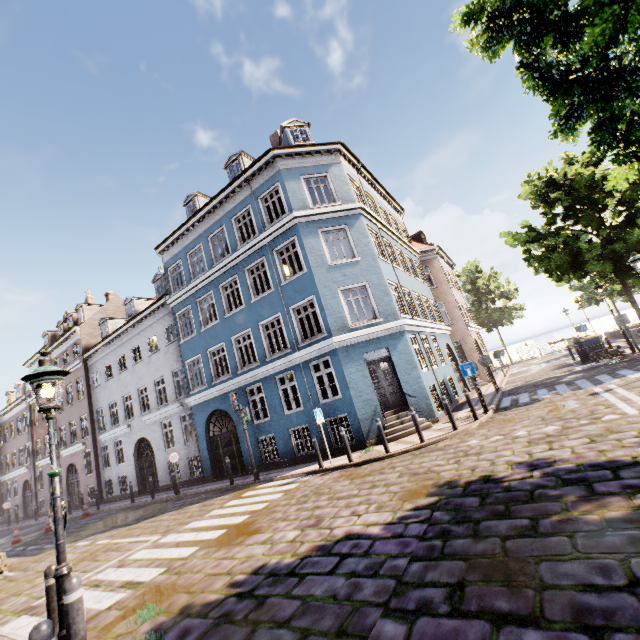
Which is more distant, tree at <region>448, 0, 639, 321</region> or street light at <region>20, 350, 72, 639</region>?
tree at <region>448, 0, 639, 321</region>

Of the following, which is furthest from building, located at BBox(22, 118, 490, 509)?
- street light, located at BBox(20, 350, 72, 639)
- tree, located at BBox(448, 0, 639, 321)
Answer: tree, located at BBox(448, 0, 639, 321)

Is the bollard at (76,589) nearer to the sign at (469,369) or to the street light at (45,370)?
the street light at (45,370)

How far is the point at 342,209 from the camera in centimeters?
1502cm

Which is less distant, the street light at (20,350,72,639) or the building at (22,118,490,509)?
the street light at (20,350,72,639)

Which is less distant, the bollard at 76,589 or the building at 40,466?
the bollard at 76,589

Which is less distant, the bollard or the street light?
the bollard

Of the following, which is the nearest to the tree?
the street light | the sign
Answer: the sign
